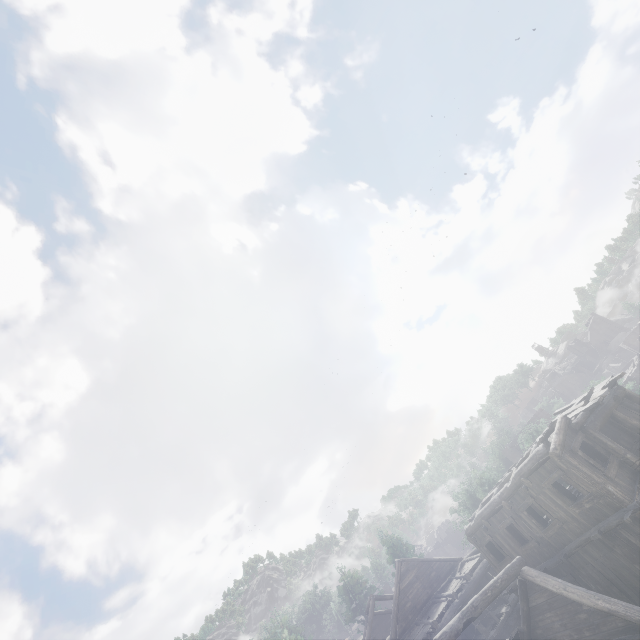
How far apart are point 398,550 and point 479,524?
29.3m
